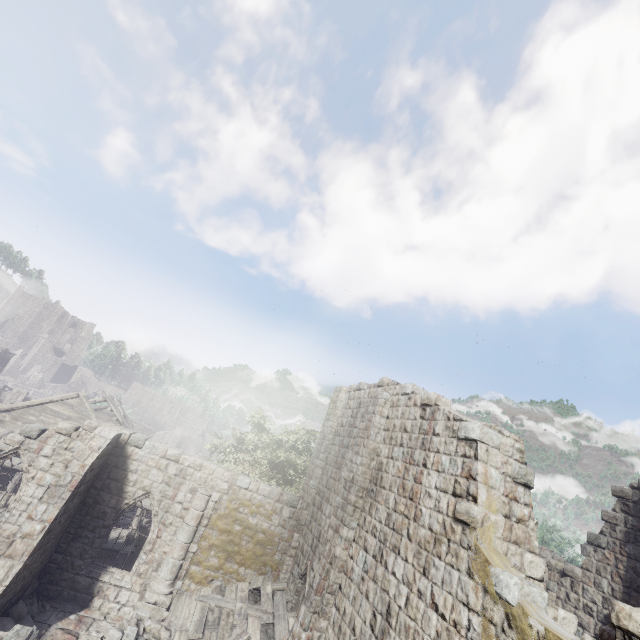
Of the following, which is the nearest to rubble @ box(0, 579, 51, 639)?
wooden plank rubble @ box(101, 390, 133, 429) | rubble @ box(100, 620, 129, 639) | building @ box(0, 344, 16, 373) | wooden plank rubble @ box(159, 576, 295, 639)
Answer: building @ box(0, 344, 16, 373)

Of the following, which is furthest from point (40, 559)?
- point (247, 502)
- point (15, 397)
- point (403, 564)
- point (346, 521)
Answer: point (15, 397)

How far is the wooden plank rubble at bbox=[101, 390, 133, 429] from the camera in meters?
25.6

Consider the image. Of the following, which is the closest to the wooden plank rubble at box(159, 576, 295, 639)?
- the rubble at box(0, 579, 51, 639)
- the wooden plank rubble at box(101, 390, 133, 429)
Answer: the rubble at box(0, 579, 51, 639)

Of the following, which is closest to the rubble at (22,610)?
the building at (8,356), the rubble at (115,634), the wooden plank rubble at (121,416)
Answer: the building at (8,356)

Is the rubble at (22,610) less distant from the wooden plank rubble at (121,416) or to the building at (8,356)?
the building at (8,356)

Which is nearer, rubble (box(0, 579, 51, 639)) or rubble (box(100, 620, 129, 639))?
rubble (box(0, 579, 51, 639))

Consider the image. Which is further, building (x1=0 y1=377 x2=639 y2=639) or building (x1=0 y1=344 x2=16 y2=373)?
building (x1=0 y1=344 x2=16 y2=373)
